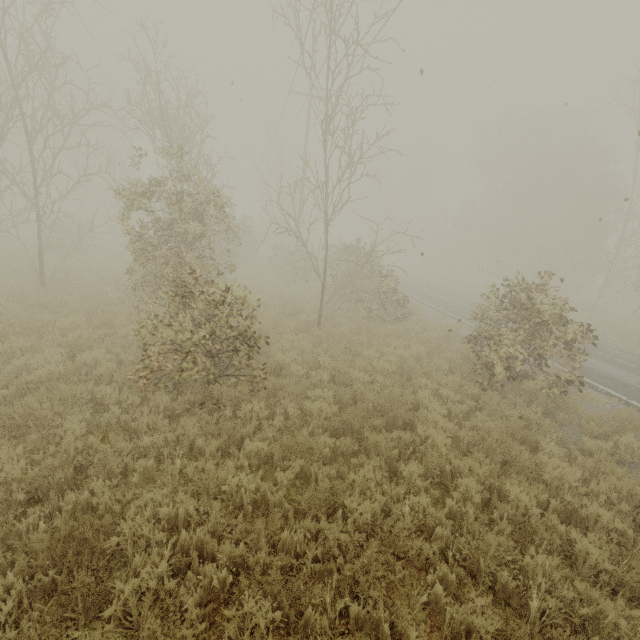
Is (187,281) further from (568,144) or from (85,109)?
(568,144)
